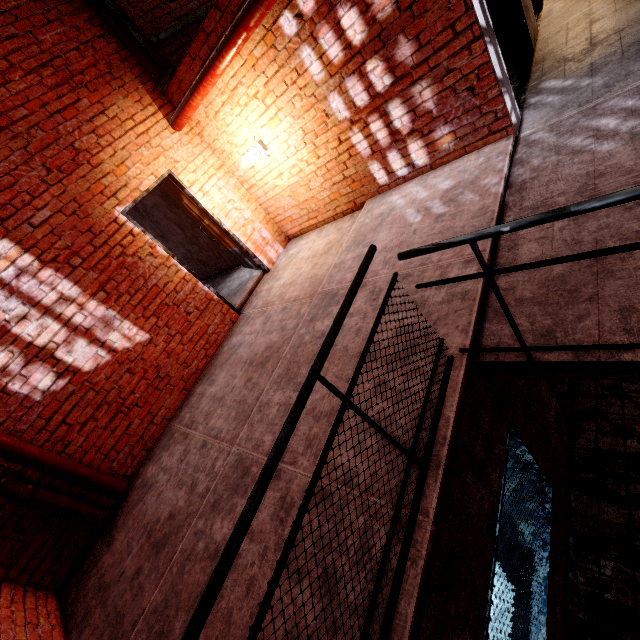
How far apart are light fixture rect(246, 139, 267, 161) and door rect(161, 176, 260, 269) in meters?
1.3 m

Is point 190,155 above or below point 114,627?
above

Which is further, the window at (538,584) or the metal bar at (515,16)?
the metal bar at (515,16)

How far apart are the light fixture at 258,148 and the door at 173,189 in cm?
126

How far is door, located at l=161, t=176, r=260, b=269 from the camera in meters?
5.3

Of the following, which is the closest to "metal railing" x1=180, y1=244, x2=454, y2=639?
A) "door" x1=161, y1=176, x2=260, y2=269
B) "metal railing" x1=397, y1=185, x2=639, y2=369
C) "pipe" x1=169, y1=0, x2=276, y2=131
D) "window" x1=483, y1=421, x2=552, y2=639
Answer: "metal railing" x1=397, y1=185, x2=639, y2=369

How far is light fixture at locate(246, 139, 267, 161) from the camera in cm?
457

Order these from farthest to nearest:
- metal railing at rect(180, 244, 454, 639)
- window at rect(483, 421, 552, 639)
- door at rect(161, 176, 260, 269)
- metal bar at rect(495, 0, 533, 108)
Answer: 1. door at rect(161, 176, 260, 269)
2. metal bar at rect(495, 0, 533, 108)
3. window at rect(483, 421, 552, 639)
4. metal railing at rect(180, 244, 454, 639)
